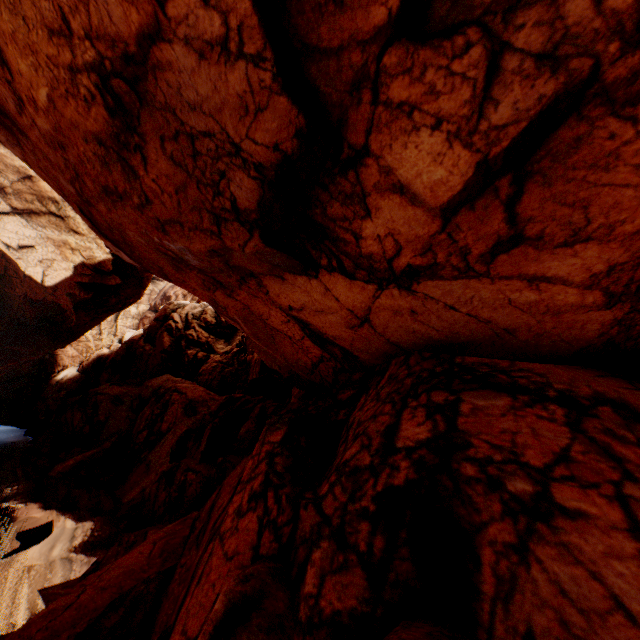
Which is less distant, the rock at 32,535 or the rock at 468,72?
the rock at 468,72

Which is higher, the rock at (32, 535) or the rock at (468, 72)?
the rock at (468, 72)

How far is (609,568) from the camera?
2.7m

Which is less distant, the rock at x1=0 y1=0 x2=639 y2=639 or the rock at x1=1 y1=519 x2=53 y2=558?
the rock at x1=0 y1=0 x2=639 y2=639

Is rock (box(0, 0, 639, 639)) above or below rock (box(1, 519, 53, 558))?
above
